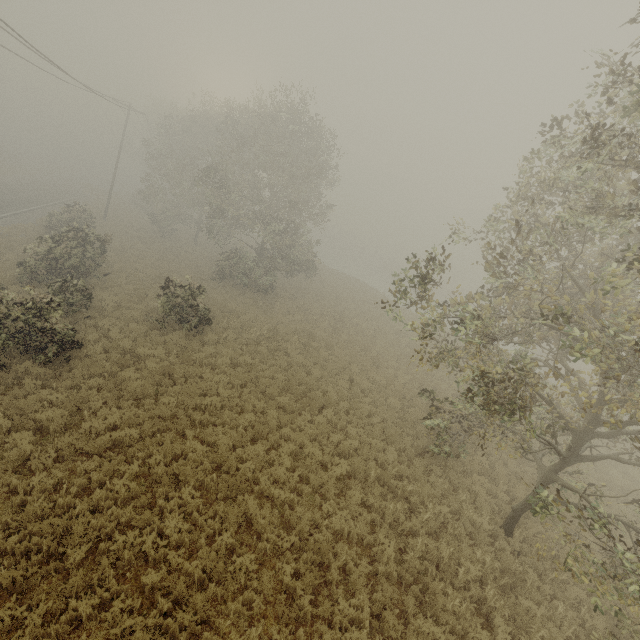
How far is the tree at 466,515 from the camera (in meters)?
10.34

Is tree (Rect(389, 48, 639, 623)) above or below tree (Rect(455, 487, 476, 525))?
above

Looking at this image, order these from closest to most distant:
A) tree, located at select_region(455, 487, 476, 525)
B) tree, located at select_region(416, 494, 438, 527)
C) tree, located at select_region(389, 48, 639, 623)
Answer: tree, located at select_region(389, 48, 639, 623) < tree, located at select_region(416, 494, 438, 527) < tree, located at select_region(455, 487, 476, 525)

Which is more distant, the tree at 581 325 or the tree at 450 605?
the tree at 450 605

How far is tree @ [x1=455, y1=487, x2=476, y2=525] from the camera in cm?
1034

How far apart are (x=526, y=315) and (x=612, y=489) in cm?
1205
